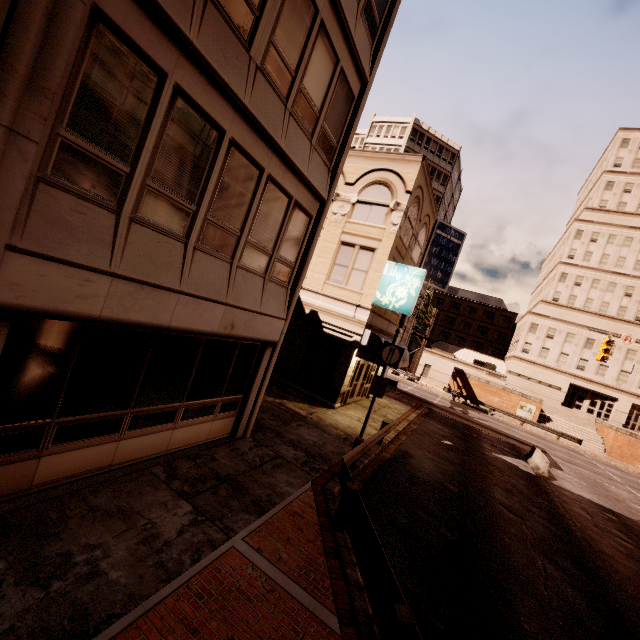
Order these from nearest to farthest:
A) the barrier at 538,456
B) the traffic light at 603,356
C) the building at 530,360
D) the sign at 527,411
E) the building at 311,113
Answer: the building at 311,113, the barrier at 538,456, the traffic light at 603,356, the sign at 527,411, the building at 530,360

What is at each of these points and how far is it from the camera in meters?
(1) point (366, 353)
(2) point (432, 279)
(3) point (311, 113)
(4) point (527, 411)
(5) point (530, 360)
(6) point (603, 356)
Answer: (1) awning, 15.9
(2) sign, 54.5
(3) building, 8.1
(4) sign, 38.9
(5) building, 48.2
(6) traffic light, 21.2

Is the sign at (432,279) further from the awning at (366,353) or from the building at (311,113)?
the building at (311,113)

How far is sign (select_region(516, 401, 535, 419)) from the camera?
38.62m

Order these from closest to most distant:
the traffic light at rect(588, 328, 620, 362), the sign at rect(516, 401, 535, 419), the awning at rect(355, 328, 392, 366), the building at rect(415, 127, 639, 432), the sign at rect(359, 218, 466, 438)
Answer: the sign at rect(359, 218, 466, 438), the awning at rect(355, 328, 392, 366), the traffic light at rect(588, 328, 620, 362), the sign at rect(516, 401, 535, 419), the building at rect(415, 127, 639, 432)

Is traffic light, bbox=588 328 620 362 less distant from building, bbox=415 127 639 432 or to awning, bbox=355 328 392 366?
awning, bbox=355 328 392 366

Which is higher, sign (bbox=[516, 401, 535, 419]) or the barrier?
sign (bbox=[516, 401, 535, 419])

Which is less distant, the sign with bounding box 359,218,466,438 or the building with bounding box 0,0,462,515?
the building with bounding box 0,0,462,515
